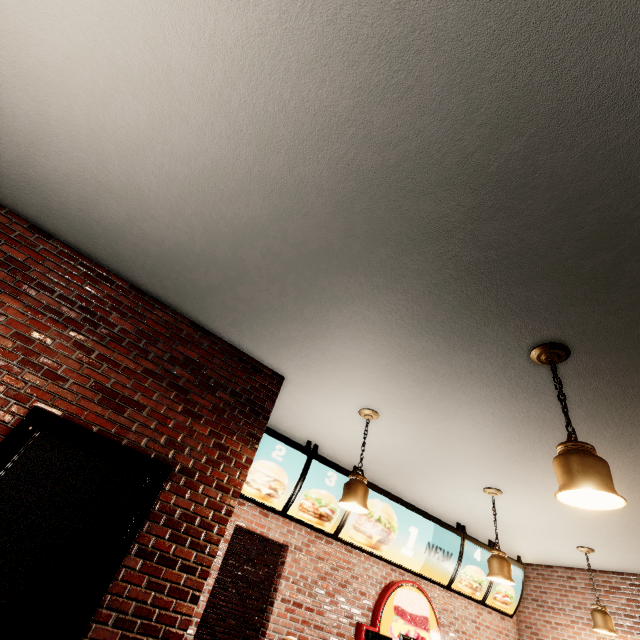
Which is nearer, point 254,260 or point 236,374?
point 254,260
